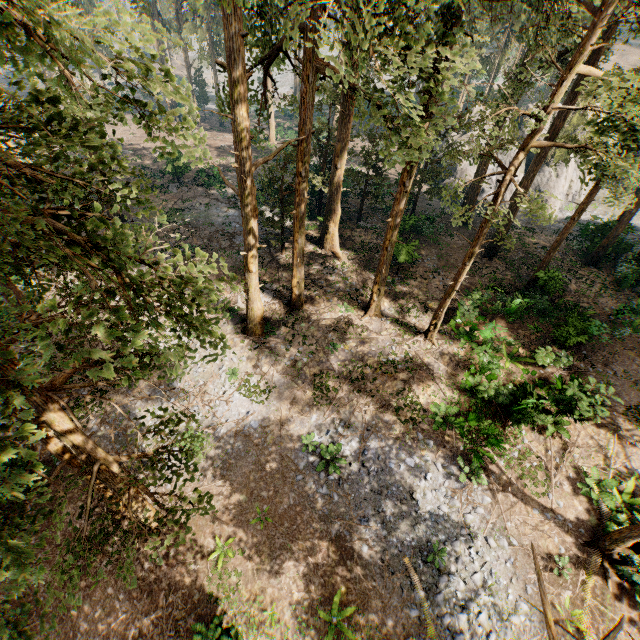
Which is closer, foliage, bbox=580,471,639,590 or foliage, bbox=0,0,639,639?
foliage, bbox=0,0,639,639

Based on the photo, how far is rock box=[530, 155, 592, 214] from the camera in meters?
34.8

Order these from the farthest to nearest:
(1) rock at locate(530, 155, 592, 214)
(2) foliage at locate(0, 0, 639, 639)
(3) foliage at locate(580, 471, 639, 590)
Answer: (1) rock at locate(530, 155, 592, 214)
(3) foliage at locate(580, 471, 639, 590)
(2) foliage at locate(0, 0, 639, 639)

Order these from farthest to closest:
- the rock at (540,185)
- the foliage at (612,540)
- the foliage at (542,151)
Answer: the rock at (540,185) < the foliage at (612,540) < the foliage at (542,151)

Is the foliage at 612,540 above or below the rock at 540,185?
below

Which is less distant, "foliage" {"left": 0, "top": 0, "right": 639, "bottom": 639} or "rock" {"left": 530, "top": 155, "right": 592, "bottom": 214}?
"foliage" {"left": 0, "top": 0, "right": 639, "bottom": 639}

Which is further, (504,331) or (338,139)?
(338,139)
